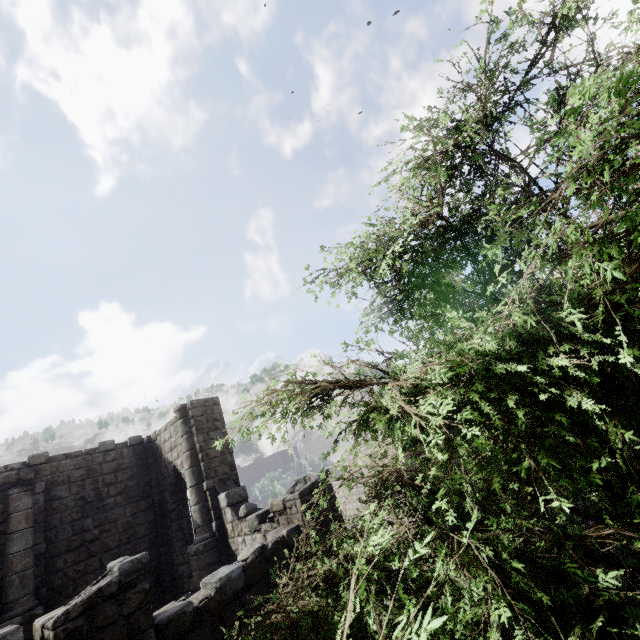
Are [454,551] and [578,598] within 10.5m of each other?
yes
